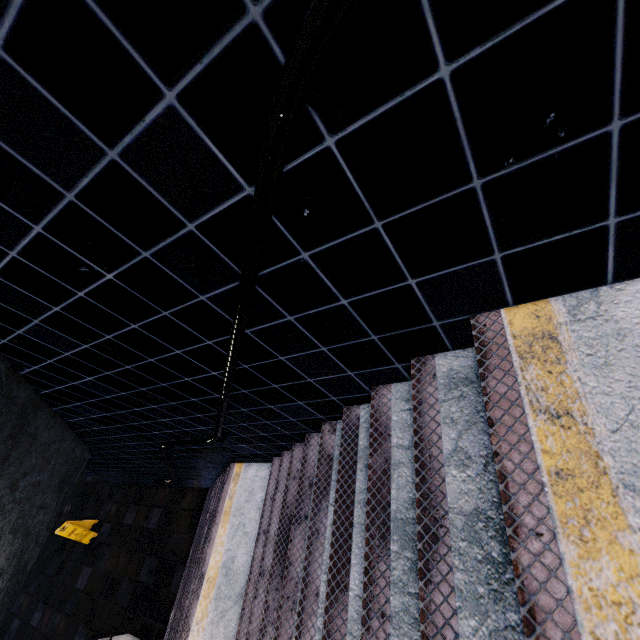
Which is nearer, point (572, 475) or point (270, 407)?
point (572, 475)
